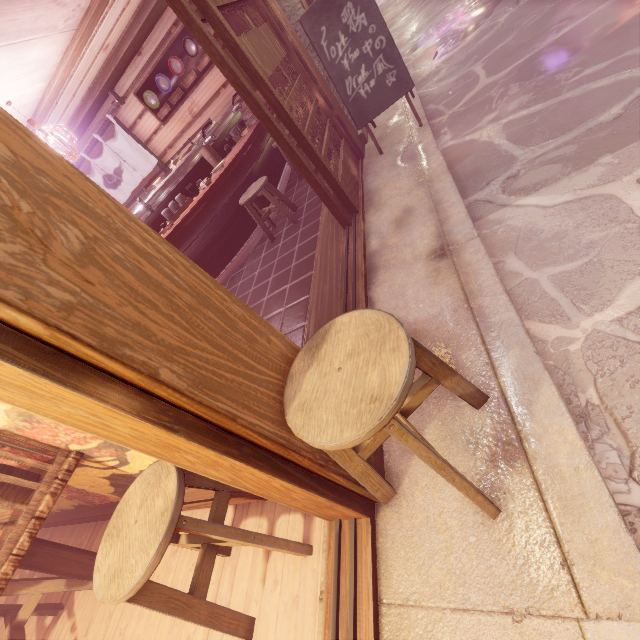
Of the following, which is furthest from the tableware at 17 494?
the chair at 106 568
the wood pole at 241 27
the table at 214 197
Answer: the wood pole at 241 27

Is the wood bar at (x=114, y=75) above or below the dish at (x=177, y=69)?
above

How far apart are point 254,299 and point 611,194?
5.6 meters

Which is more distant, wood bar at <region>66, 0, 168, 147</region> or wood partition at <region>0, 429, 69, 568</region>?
wood bar at <region>66, 0, 168, 147</region>

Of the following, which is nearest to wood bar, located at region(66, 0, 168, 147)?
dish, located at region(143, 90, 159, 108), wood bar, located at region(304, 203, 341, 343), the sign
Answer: dish, located at region(143, 90, 159, 108)

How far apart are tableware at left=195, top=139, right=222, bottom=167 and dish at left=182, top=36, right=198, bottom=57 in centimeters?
377cm

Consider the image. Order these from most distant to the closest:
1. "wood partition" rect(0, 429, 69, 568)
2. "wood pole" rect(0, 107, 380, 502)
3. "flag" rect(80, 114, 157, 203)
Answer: "flag" rect(80, 114, 157, 203) < "wood partition" rect(0, 429, 69, 568) < "wood pole" rect(0, 107, 380, 502)

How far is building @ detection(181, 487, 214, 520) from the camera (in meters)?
3.65
